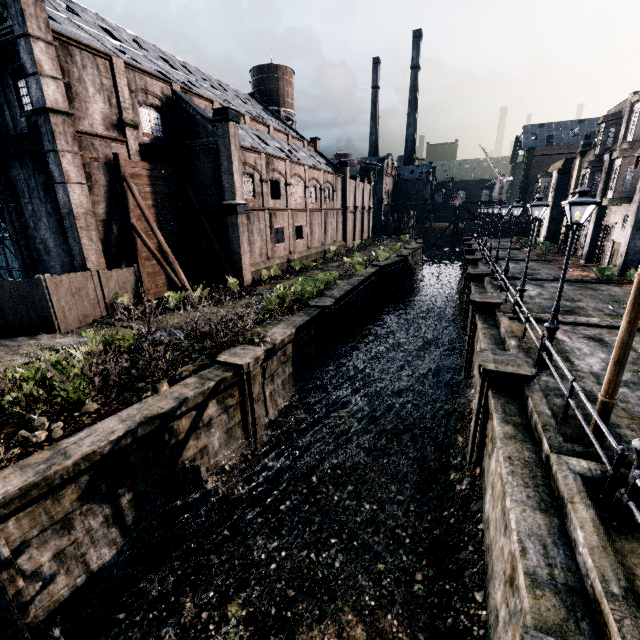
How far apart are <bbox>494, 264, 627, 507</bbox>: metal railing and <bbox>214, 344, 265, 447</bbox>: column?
9.77m

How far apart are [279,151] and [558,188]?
34.9m

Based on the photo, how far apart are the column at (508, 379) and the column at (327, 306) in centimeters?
939cm

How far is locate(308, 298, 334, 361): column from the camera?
19.6 meters

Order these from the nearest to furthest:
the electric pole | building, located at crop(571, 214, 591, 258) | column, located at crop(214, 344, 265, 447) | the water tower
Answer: the electric pole → column, located at crop(214, 344, 265, 447) → building, located at crop(571, 214, 591, 258) → the water tower

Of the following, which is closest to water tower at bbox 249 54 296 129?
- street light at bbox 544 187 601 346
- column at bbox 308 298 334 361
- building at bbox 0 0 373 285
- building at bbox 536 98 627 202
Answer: building at bbox 0 0 373 285

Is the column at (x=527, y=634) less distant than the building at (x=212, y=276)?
Yes

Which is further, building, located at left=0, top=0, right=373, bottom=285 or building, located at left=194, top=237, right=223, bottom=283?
building, located at left=194, top=237, right=223, bottom=283
